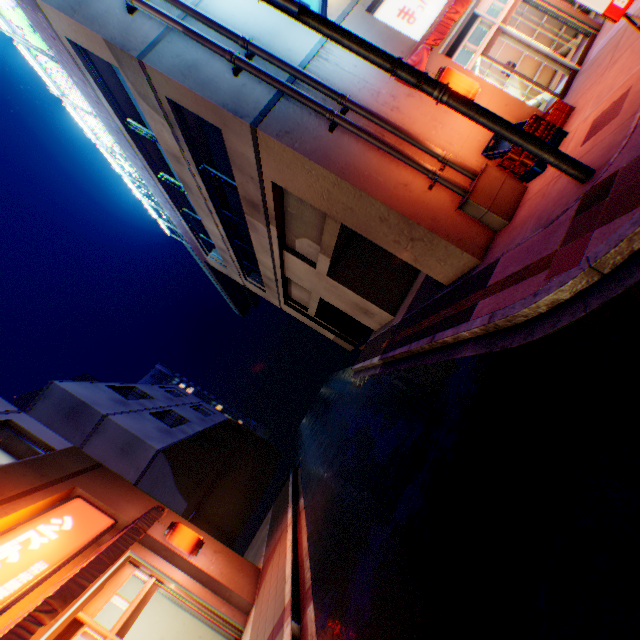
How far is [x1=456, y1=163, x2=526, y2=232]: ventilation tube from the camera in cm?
658

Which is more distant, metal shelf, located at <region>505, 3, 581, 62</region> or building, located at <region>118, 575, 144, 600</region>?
metal shelf, located at <region>505, 3, 581, 62</region>

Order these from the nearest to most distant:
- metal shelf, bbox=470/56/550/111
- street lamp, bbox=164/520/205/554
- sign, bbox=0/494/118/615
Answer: sign, bbox=0/494/118/615 → street lamp, bbox=164/520/205/554 → metal shelf, bbox=470/56/550/111

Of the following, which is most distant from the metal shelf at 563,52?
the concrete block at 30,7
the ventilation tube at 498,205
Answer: the concrete block at 30,7

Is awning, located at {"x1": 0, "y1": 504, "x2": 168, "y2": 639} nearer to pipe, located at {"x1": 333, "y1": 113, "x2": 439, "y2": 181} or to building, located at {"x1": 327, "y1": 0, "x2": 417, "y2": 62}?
building, located at {"x1": 327, "y1": 0, "x2": 417, "y2": 62}

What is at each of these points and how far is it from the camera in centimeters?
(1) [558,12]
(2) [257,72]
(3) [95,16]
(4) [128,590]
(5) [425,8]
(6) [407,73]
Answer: (1) door, 875cm
(2) pipe, 692cm
(3) building, 729cm
(4) building, 748cm
(5) sign, 848cm
(6) electric pole, 457cm

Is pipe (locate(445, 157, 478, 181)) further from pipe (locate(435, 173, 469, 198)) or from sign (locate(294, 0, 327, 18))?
sign (locate(294, 0, 327, 18))

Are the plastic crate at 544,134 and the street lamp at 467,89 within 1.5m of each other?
yes
